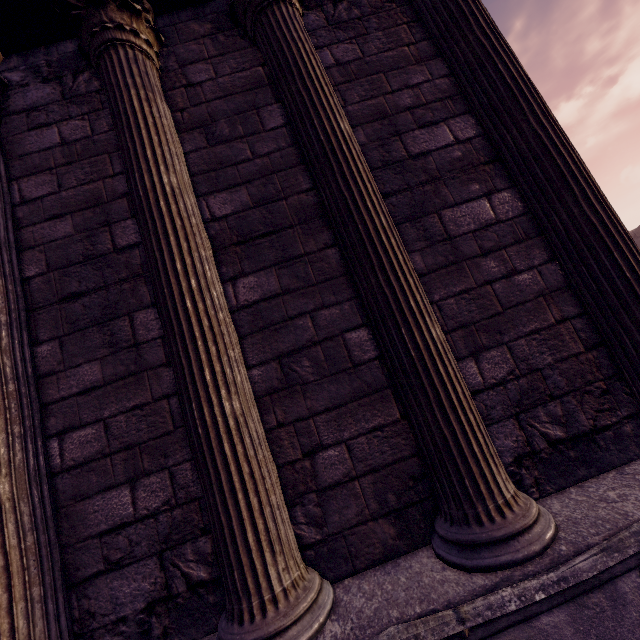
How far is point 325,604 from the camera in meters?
1.8 m
